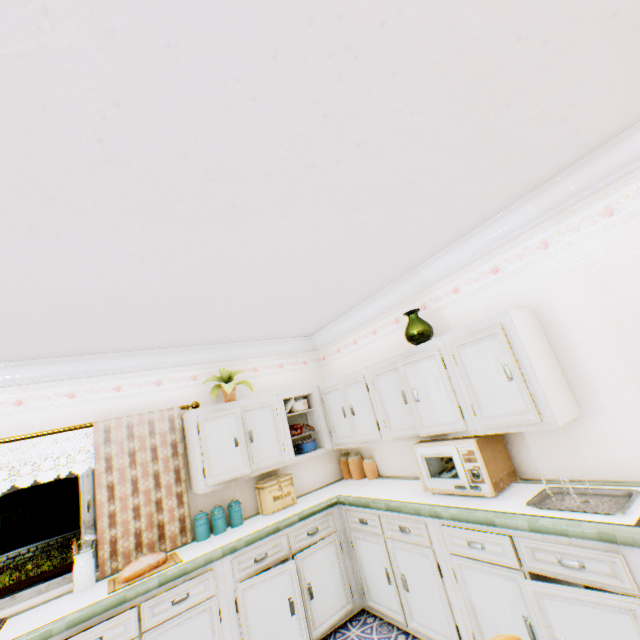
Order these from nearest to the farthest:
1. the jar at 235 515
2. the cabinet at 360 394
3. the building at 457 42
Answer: the building at 457 42 → the cabinet at 360 394 → the jar at 235 515

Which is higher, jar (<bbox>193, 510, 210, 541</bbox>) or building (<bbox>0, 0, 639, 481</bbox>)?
building (<bbox>0, 0, 639, 481</bbox>)

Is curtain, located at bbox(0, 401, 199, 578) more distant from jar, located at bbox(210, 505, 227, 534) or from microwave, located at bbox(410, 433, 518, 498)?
microwave, located at bbox(410, 433, 518, 498)

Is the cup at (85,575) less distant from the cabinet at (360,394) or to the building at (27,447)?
the building at (27,447)

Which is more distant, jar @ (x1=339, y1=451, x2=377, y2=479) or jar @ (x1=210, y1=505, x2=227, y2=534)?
jar @ (x1=339, y1=451, x2=377, y2=479)

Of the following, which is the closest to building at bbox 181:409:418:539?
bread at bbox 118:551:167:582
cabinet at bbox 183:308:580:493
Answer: cabinet at bbox 183:308:580:493

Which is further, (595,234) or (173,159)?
(595,234)
